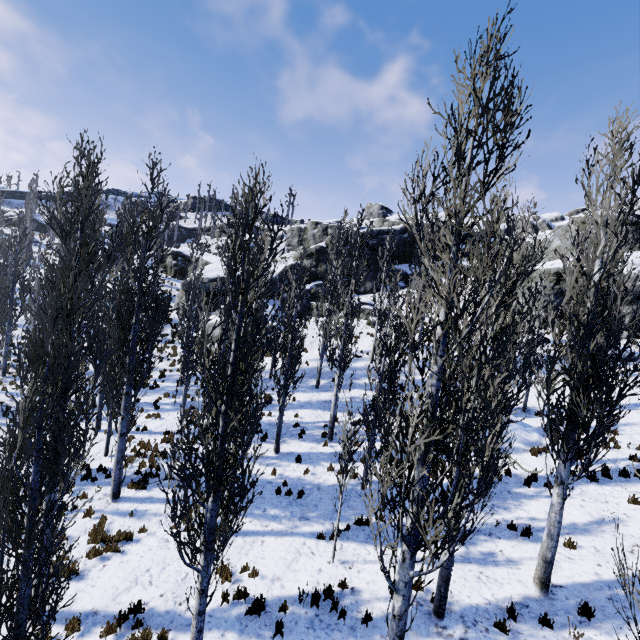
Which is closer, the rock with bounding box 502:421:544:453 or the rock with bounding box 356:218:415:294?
the rock with bounding box 502:421:544:453

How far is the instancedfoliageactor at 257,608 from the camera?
7.5m

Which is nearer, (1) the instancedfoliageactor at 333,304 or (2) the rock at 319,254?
(1) the instancedfoliageactor at 333,304

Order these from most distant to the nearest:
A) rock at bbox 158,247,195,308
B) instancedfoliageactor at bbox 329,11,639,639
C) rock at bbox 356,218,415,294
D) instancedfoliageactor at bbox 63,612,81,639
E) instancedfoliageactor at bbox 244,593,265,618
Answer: rock at bbox 356,218,415,294, rock at bbox 158,247,195,308, instancedfoliageactor at bbox 244,593,265,618, instancedfoliageactor at bbox 63,612,81,639, instancedfoliageactor at bbox 329,11,639,639

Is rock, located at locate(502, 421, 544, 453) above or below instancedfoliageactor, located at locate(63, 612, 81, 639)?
above

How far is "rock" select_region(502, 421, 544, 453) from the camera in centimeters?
1404cm

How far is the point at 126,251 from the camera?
38.1m

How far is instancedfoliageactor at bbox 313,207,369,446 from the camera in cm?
1505
